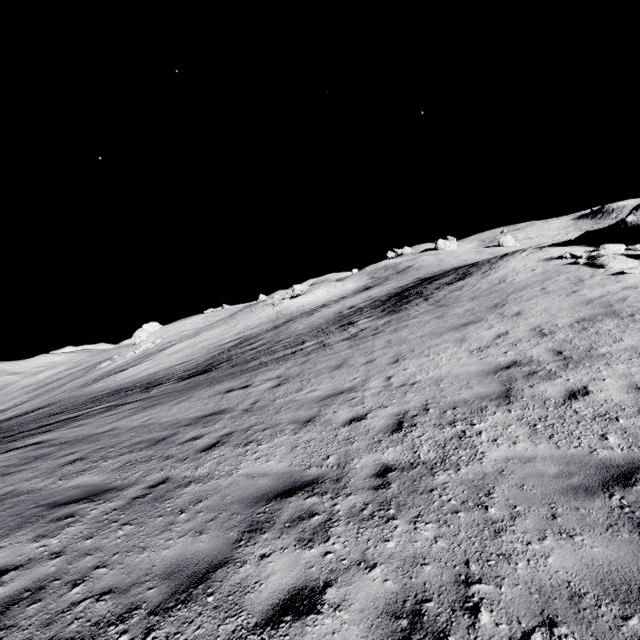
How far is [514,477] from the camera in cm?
414
